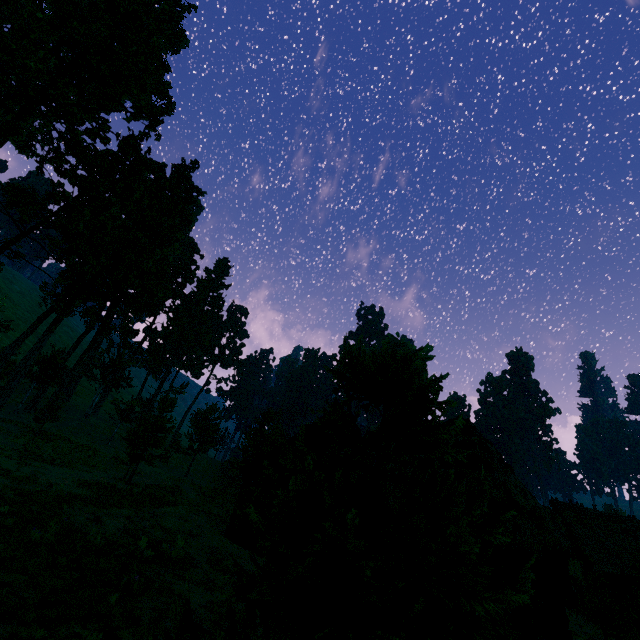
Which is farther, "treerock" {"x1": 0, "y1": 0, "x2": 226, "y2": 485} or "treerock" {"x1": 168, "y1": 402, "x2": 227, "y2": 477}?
"treerock" {"x1": 168, "y1": 402, "x2": 227, "y2": 477}

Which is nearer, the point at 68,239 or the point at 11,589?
the point at 11,589

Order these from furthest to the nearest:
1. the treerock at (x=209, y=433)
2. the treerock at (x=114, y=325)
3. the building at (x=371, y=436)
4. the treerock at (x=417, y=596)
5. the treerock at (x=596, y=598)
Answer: the treerock at (x=209, y=433) < the treerock at (x=114, y=325) < the treerock at (x=596, y=598) < the building at (x=371, y=436) < the treerock at (x=417, y=596)

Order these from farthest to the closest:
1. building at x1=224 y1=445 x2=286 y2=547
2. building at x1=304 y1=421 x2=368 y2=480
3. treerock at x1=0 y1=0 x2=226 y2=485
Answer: treerock at x1=0 y1=0 x2=226 y2=485 → building at x1=224 y1=445 x2=286 y2=547 → building at x1=304 y1=421 x2=368 y2=480

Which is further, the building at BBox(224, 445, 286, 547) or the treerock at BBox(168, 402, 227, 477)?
the treerock at BBox(168, 402, 227, 477)

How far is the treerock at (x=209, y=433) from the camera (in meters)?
38.61

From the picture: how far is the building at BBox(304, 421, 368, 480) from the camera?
10.7m
